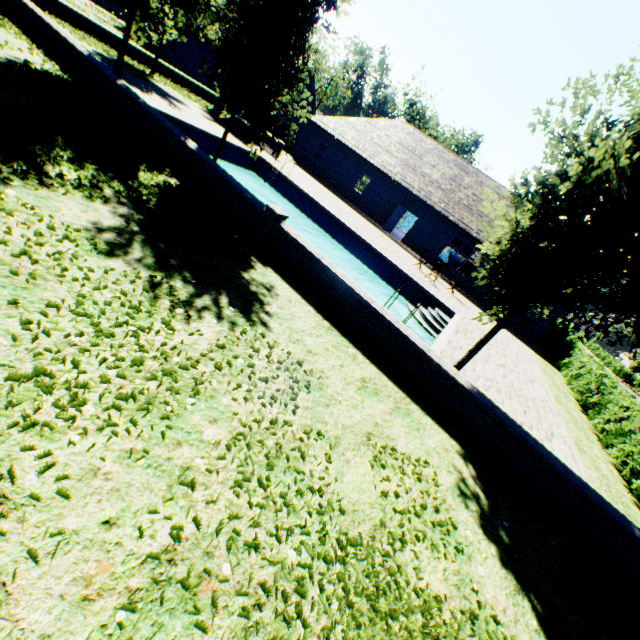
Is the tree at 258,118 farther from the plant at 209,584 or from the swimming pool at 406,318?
the plant at 209,584

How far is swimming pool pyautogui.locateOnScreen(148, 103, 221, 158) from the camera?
13.9 meters

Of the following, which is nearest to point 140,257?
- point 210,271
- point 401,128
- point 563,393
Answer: point 210,271

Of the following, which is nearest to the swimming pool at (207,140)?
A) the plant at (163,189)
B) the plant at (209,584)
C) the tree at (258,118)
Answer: the tree at (258,118)

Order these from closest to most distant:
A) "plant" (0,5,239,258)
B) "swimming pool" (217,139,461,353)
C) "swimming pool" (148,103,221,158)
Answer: "plant" (0,5,239,258), "swimming pool" (148,103,221,158), "swimming pool" (217,139,461,353)

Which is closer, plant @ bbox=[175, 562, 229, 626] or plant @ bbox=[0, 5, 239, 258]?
plant @ bbox=[175, 562, 229, 626]

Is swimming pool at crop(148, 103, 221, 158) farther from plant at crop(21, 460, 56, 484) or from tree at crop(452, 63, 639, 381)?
plant at crop(21, 460, 56, 484)
